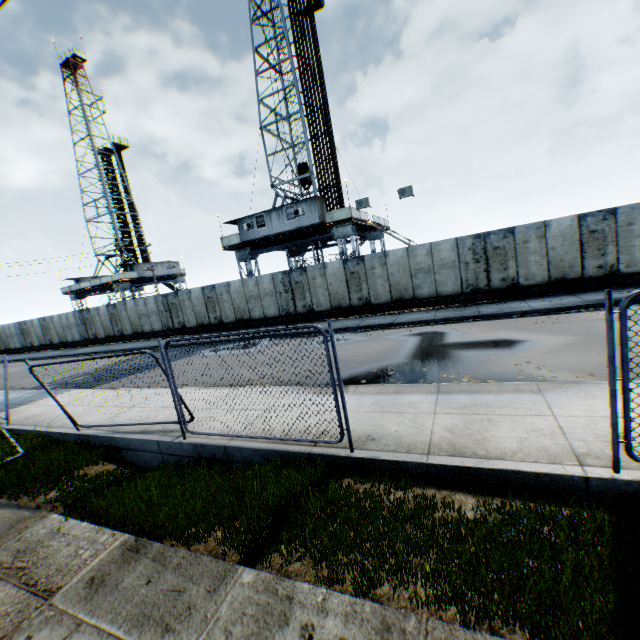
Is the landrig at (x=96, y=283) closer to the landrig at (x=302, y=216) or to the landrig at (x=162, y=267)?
the landrig at (x=162, y=267)

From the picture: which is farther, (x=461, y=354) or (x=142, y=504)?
(x=461, y=354)

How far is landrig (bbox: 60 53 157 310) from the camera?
40.9 meters

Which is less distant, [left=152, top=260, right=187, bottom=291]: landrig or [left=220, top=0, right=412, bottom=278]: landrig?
[left=220, top=0, right=412, bottom=278]: landrig

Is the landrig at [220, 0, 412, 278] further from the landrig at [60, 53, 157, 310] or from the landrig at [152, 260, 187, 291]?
the landrig at [60, 53, 157, 310]

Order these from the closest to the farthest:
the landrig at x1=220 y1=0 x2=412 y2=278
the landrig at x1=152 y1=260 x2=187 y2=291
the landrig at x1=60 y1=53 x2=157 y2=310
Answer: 1. the landrig at x1=220 y1=0 x2=412 y2=278
2. the landrig at x1=60 y1=53 x2=157 y2=310
3. the landrig at x1=152 y1=260 x2=187 y2=291

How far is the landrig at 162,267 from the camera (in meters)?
43.25
